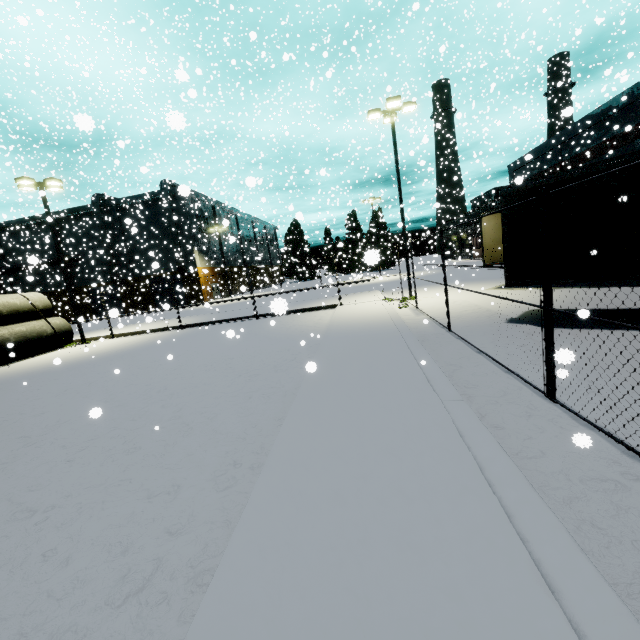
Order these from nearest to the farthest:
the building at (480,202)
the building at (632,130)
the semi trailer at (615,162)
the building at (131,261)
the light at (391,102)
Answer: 1. the semi trailer at (615,162)
2. the light at (391,102)
3. the building at (632,130)
4. the building at (131,261)
5. the building at (480,202)

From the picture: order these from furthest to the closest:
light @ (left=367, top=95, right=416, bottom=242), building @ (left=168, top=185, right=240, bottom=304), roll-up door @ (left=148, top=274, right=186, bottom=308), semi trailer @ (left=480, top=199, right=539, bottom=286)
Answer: roll-up door @ (left=148, top=274, right=186, bottom=308), building @ (left=168, top=185, right=240, bottom=304), light @ (left=367, top=95, right=416, bottom=242), semi trailer @ (left=480, top=199, right=539, bottom=286)

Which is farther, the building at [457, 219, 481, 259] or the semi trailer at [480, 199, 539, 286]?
the building at [457, 219, 481, 259]

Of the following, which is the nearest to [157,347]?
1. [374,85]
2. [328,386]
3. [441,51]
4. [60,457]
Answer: [60,457]

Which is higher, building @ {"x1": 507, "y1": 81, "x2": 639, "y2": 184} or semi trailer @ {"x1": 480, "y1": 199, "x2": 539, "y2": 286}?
building @ {"x1": 507, "y1": 81, "x2": 639, "y2": 184}

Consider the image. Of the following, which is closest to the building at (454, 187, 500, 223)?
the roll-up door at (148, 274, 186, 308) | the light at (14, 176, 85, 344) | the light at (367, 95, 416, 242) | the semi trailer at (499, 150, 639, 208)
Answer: the roll-up door at (148, 274, 186, 308)

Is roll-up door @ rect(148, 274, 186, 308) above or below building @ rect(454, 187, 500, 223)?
below

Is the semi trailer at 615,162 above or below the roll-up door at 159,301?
above
